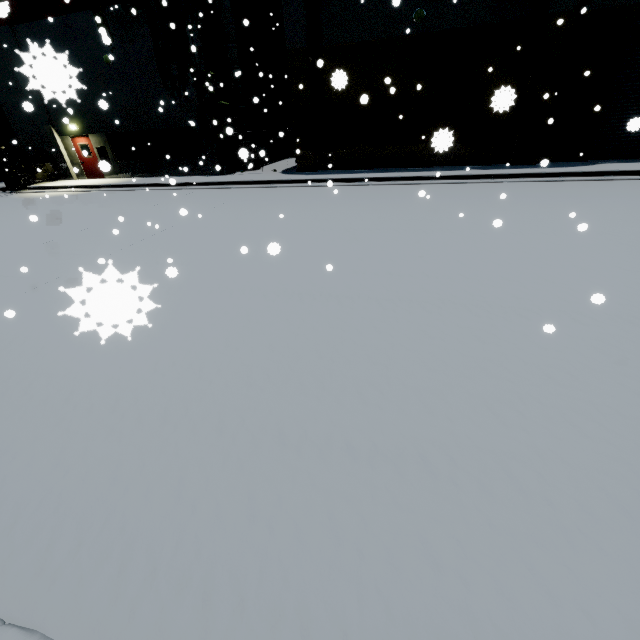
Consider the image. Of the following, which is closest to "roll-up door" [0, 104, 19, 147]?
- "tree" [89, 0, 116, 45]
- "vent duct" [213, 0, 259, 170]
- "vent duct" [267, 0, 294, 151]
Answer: "tree" [89, 0, 116, 45]

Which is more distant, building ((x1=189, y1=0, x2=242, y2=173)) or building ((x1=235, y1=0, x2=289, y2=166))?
building ((x1=235, y1=0, x2=289, y2=166))

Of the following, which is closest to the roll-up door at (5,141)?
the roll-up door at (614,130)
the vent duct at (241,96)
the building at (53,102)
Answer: the building at (53,102)

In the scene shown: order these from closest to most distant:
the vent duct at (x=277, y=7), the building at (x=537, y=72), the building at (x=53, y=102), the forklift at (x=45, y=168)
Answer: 1. the building at (x=537, y=72)
2. the building at (x=53, y=102)
3. the forklift at (x=45, y=168)
4. the vent duct at (x=277, y=7)

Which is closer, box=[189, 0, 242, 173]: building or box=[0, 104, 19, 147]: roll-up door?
box=[189, 0, 242, 173]: building

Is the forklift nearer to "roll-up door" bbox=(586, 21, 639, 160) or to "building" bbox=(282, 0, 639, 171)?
"building" bbox=(282, 0, 639, 171)

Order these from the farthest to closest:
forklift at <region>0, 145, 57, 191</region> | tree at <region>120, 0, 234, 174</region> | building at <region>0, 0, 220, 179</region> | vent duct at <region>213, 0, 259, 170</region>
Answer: forklift at <region>0, 145, 57, 191</region>
vent duct at <region>213, 0, 259, 170</region>
tree at <region>120, 0, 234, 174</region>
building at <region>0, 0, 220, 179</region>

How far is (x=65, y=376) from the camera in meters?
3.9 m
